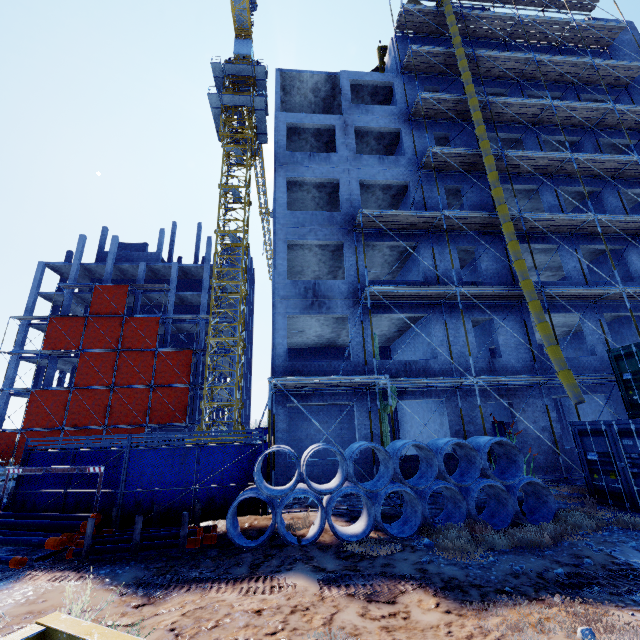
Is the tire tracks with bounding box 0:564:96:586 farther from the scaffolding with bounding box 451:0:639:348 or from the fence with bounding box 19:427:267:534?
the scaffolding with bounding box 451:0:639:348

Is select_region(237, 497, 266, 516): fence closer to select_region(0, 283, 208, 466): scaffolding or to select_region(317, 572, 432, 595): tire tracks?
select_region(0, 283, 208, 466): scaffolding

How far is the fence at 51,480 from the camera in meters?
9.4 m

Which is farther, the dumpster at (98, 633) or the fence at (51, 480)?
the fence at (51, 480)

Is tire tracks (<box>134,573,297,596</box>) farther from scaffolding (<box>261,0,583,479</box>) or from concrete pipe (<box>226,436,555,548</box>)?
scaffolding (<box>261,0,583,479</box>)

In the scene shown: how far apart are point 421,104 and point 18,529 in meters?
24.2 m

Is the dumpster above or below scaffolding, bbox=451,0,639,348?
below

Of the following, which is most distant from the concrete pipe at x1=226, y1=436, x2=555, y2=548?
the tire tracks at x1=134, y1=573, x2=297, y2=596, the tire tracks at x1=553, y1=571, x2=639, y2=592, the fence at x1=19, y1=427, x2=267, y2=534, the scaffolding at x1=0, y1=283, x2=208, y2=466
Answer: the scaffolding at x1=0, y1=283, x2=208, y2=466
